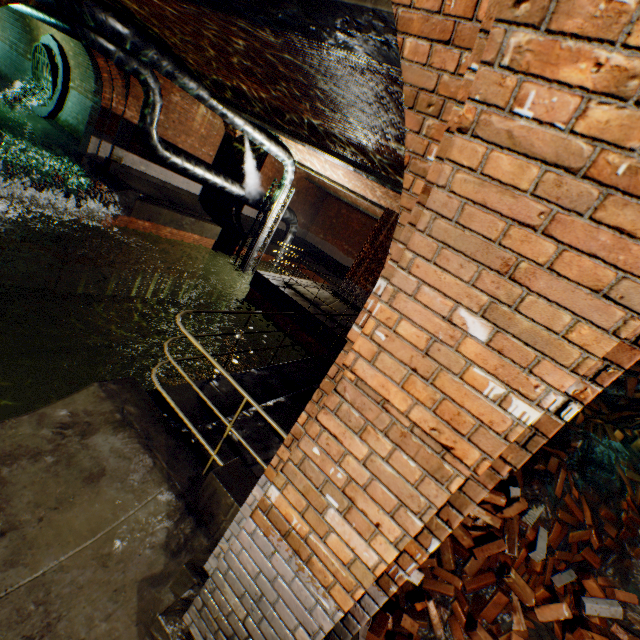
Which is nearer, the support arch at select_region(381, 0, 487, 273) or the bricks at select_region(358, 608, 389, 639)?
the support arch at select_region(381, 0, 487, 273)

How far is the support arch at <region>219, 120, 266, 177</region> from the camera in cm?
1527

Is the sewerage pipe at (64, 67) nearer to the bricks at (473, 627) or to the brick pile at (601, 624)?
the brick pile at (601, 624)

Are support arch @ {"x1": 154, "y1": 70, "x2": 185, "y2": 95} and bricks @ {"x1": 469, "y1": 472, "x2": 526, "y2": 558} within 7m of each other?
no

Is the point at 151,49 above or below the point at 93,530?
above

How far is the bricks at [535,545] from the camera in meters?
3.1

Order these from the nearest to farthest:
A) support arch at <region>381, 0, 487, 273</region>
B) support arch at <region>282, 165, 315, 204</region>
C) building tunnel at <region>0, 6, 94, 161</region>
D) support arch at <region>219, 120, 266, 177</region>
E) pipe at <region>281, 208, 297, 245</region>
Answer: support arch at <region>381, 0, 487, 273</region> → building tunnel at <region>0, 6, 94, 161</region> → support arch at <region>219, 120, 266, 177</region> → pipe at <region>281, 208, 297, 245</region> → support arch at <region>282, 165, 315, 204</region>

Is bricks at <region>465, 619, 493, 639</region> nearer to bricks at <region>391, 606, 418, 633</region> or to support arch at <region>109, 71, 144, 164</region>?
bricks at <region>391, 606, 418, 633</region>
